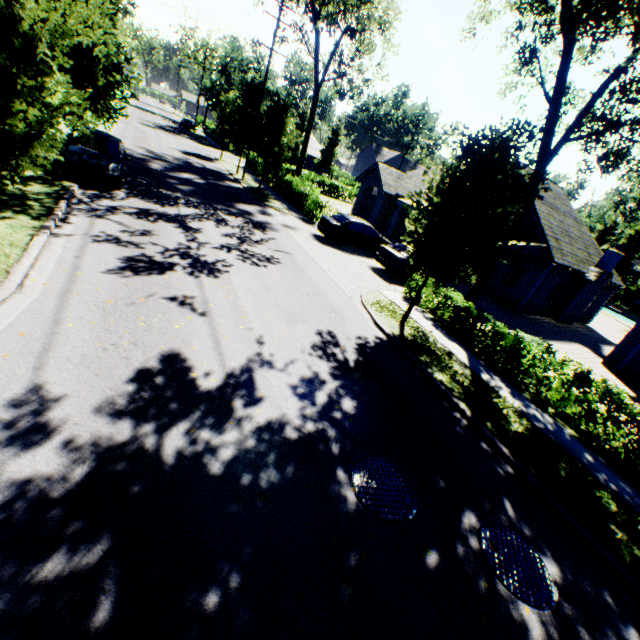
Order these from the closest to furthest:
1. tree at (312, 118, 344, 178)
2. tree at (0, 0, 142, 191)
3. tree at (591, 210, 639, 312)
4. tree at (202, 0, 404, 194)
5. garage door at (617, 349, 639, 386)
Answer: tree at (0, 0, 142, 191) < garage door at (617, 349, 639, 386) < tree at (202, 0, 404, 194) < tree at (591, 210, 639, 312) < tree at (312, 118, 344, 178)

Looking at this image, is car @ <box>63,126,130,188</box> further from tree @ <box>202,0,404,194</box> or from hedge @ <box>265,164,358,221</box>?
hedge @ <box>265,164,358,221</box>

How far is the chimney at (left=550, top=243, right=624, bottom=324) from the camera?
19.7m

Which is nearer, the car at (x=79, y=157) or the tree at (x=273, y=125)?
the car at (x=79, y=157)

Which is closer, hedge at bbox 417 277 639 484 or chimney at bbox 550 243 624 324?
hedge at bbox 417 277 639 484

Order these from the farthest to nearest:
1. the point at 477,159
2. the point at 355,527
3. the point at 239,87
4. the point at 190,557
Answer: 1. the point at 239,87
2. the point at 477,159
3. the point at 355,527
4. the point at 190,557

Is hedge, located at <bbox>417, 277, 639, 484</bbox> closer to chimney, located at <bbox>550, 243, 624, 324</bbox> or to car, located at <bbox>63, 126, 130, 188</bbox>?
chimney, located at <bbox>550, 243, 624, 324</bbox>

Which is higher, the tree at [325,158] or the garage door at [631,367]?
the tree at [325,158]
